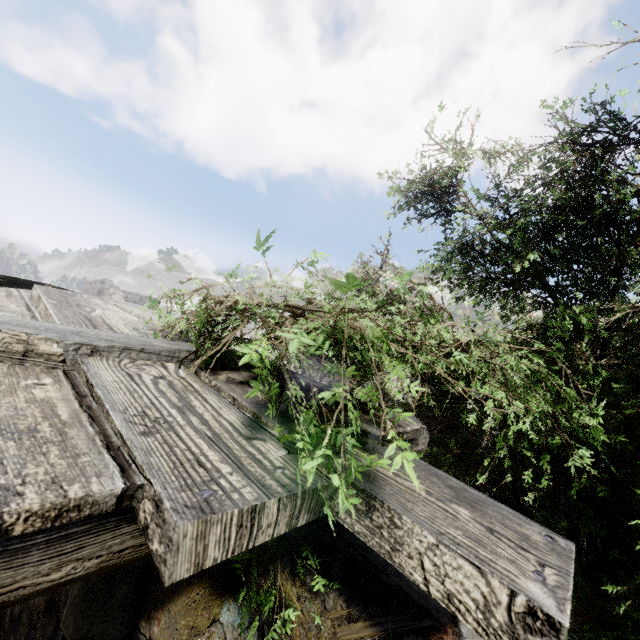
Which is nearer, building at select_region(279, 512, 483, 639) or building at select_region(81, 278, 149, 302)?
building at select_region(279, 512, 483, 639)

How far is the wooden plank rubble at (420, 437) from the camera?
1.9 meters

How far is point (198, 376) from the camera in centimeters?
196cm

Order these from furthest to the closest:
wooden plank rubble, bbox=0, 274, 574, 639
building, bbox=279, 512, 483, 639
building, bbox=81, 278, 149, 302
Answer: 1. building, bbox=81, 278, 149, 302
2. building, bbox=279, 512, 483, 639
3. wooden plank rubble, bbox=0, 274, 574, 639

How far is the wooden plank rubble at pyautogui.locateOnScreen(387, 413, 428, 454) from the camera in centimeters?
193cm

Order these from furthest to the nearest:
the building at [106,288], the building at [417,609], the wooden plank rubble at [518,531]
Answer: the building at [106,288] < the building at [417,609] < the wooden plank rubble at [518,531]

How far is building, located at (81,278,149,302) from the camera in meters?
22.7 m

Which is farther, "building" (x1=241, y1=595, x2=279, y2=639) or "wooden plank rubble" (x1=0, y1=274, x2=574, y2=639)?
"building" (x1=241, y1=595, x2=279, y2=639)
